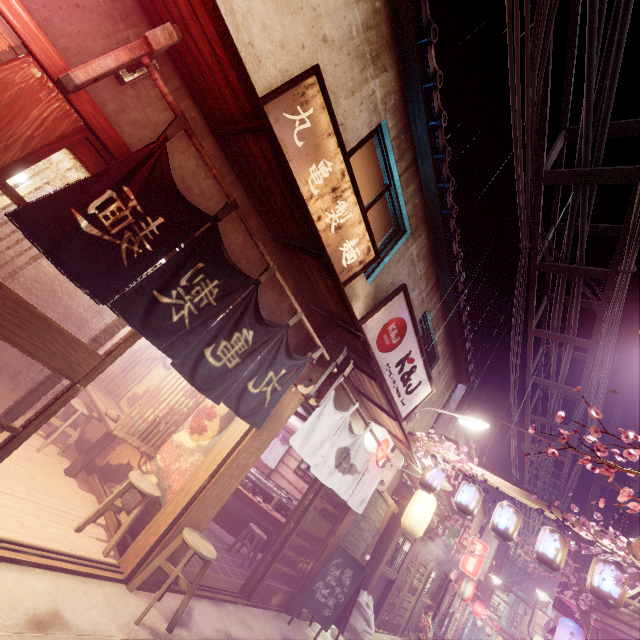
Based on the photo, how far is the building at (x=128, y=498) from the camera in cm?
797

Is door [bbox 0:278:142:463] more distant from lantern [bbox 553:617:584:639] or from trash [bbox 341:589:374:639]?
lantern [bbox 553:617:584:639]

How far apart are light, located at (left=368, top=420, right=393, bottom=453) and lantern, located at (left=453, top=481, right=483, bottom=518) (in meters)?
3.26

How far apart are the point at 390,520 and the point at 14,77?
19.81m

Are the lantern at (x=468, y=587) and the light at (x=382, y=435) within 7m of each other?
no

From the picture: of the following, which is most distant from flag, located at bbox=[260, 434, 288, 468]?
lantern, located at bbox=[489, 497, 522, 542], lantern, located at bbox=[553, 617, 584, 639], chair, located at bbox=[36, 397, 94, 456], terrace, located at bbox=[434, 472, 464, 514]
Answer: lantern, located at bbox=[553, 617, 584, 639]

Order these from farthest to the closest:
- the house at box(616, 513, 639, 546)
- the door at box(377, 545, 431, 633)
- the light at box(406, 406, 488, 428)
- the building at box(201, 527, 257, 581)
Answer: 1. the door at box(377, 545, 431, 633)
2. the house at box(616, 513, 639, 546)
3. the light at box(406, 406, 488, 428)
4. the building at box(201, 527, 257, 581)

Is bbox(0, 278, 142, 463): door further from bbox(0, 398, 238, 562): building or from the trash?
the trash
